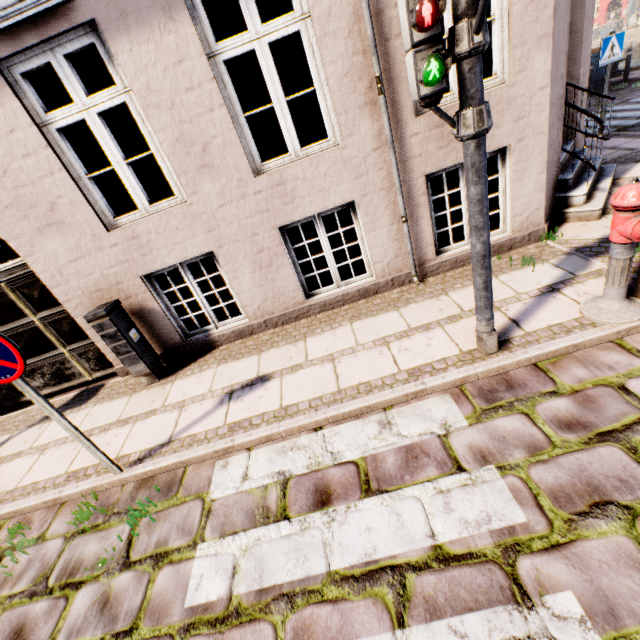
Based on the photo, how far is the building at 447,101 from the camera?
3.6 meters

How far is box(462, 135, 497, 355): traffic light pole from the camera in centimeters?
226cm

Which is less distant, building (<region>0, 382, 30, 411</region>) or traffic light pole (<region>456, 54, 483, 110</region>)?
traffic light pole (<region>456, 54, 483, 110</region>)

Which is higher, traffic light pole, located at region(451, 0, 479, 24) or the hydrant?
traffic light pole, located at region(451, 0, 479, 24)

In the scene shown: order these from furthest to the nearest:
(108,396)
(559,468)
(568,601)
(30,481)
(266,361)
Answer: (108,396) < (266,361) < (30,481) < (559,468) < (568,601)

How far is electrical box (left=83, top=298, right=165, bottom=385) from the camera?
4.1 meters

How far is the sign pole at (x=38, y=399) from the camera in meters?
A: 2.7 m

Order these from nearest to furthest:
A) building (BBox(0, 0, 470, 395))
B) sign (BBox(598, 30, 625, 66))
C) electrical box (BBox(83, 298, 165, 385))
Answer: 1. building (BBox(0, 0, 470, 395))
2. electrical box (BBox(83, 298, 165, 385))
3. sign (BBox(598, 30, 625, 66))
